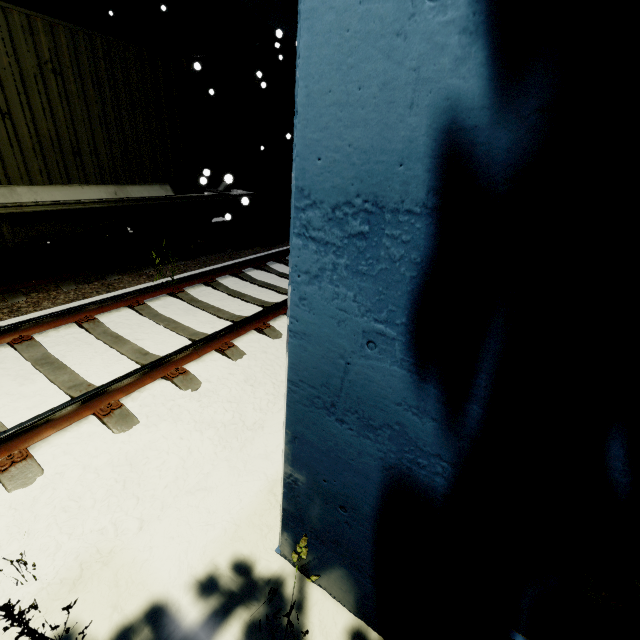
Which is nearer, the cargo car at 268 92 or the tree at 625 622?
the tree at 625 622

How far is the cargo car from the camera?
8.1m

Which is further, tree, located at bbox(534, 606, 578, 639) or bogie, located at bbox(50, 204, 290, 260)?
bogie, located at bbox(50, 204, 290, 260)

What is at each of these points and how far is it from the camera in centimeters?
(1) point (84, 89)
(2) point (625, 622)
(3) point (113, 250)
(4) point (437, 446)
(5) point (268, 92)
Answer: (1) cargo container, 556cm
(2) tree, 83cm
(3) bogie, 693cm
(4) building, 128cm
(5) cargo car, 823cm

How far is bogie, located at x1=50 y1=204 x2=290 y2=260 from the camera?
6.5 meters

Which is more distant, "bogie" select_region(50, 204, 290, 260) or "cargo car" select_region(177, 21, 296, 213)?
"cargo car" select_region(177, 21, 296, 213)

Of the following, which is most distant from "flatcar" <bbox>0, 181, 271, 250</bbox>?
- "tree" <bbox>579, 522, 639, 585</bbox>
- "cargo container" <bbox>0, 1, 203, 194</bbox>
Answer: "tree" <bbox>579, 522, 639, 585</bbox>

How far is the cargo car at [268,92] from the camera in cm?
805
